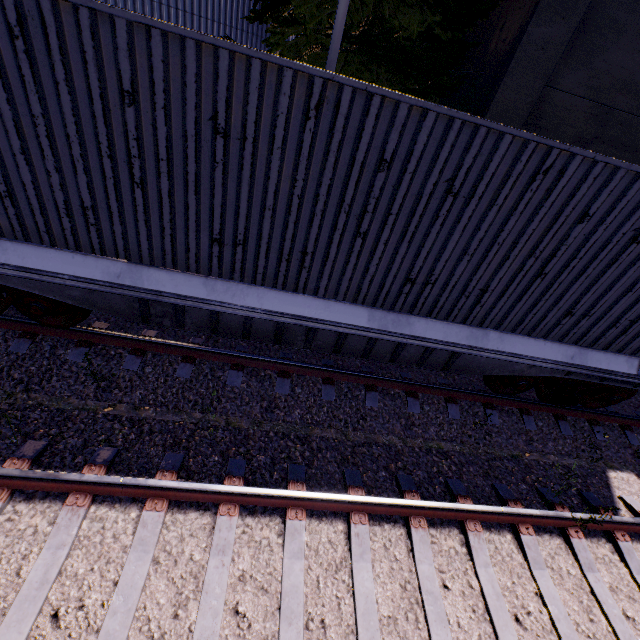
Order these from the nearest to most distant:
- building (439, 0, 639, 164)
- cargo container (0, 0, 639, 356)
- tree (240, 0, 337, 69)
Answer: cargo container (0, 0, 639, 356)
building (439, 0, 639, 164)
tree (240, 0, 337, 69)

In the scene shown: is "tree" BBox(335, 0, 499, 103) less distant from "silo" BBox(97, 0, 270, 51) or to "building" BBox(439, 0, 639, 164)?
"silo" BBox(97, 0, 270, 51)

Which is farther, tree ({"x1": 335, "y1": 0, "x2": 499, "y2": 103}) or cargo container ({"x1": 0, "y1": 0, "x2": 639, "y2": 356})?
tree ({"x1": 335, "y1": 0, "x2": 499, "y2": 103})

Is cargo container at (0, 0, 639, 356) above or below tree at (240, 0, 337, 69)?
below

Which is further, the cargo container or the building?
the building

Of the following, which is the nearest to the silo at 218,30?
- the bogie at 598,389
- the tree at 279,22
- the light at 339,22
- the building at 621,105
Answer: the tree at 279,22

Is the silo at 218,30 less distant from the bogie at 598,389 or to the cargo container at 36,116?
the cargo container at 36,116

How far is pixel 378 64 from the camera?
7.49m
